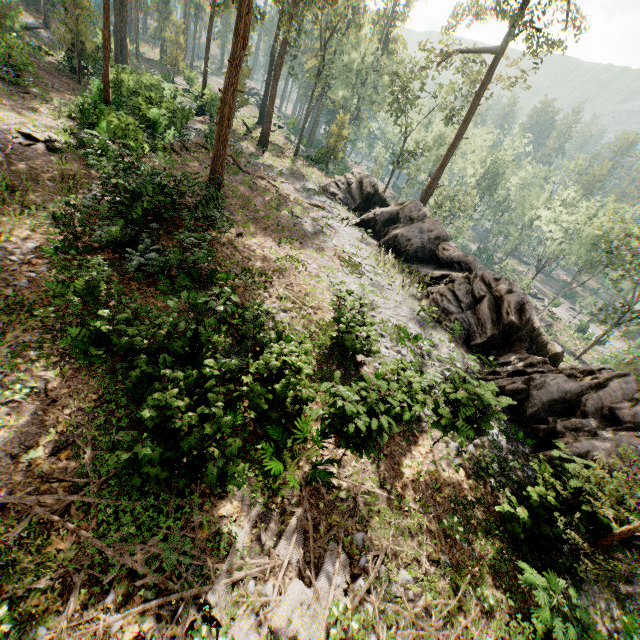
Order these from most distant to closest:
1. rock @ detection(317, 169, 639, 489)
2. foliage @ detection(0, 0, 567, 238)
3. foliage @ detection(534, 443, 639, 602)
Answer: foliage @ detection(0, 0, 567, 238) → rock @ detection(317, 169, 639, 489) → foliage @ detection(534, 443, 639, 602)

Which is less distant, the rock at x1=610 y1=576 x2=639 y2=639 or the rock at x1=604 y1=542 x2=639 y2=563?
the rock at x1=604 y1=542 x2=639 y2=563

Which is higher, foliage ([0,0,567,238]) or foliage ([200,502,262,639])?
foliage ([0,0,567,238])

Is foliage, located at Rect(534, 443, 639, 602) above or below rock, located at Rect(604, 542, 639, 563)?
below

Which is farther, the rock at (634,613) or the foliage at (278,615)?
the rock at (634,613)

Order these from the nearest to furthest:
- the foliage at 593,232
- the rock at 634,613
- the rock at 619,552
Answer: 1. the rock at 619,552
2. the rock at 634,613
3. the foliage at 593,232

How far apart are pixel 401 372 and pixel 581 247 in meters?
54.3

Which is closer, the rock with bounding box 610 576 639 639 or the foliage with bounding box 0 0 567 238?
the rock with bounding box 610 576 639 639
